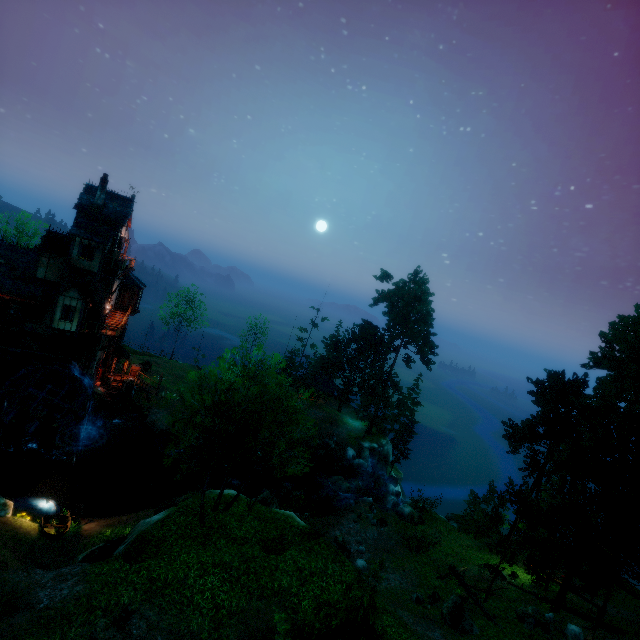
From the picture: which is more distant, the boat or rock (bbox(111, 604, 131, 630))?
the boat

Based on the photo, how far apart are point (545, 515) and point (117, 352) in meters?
43.0 m

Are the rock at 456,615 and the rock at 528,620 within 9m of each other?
yes

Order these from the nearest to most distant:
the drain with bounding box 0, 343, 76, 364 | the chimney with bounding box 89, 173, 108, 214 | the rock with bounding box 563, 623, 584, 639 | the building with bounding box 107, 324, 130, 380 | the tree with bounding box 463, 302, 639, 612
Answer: the rock with bounding box 563, 623, 584, 639
the tree with bounding box 463, 302, 639, 612
the drain with bounding box 0, 343, 76, 364
the chimney with bounding box 89, 173, 108, 214
the building with bounding box 107, 324, 130, 380

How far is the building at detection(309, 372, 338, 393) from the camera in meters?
50.9

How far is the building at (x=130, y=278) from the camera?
34.1m

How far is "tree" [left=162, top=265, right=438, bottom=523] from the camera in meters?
15.1

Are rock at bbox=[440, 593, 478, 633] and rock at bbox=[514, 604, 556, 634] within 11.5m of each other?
yes
